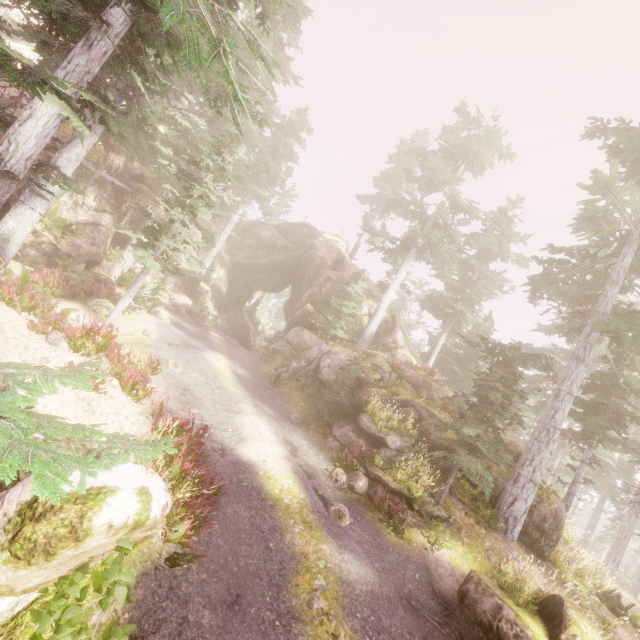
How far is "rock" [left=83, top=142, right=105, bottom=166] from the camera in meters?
18.6 m

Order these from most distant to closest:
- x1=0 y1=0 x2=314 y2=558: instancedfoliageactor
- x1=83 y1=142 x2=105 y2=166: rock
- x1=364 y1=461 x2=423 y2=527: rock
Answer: x1=83 y1=142 x2=105 y2=166: rock → x1=364 y1=461 x2=423 y2=527: rock → x1=0 y1=0 x2=314 y2=558: instancedfoliageactor

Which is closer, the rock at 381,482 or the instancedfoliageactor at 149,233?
the instancedfoliageactor at 149,233

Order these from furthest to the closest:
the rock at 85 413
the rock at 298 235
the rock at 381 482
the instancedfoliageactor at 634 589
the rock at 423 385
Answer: the instancedfoliageactor at 634 589 < the rock at 298 235 < the rock at 423 385 < the rock at 381 482 < the rock at 85 413

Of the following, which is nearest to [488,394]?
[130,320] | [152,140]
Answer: [130,320]

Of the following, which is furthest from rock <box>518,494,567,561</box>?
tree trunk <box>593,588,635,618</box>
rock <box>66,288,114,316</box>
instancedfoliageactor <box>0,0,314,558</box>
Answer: tree trunk <box>593,588,635,618</box>

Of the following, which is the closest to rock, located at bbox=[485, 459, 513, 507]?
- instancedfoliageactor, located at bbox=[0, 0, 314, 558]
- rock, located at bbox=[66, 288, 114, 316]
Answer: instancedfoliageactor, located at bbox=[0, 0, 314, 558]
